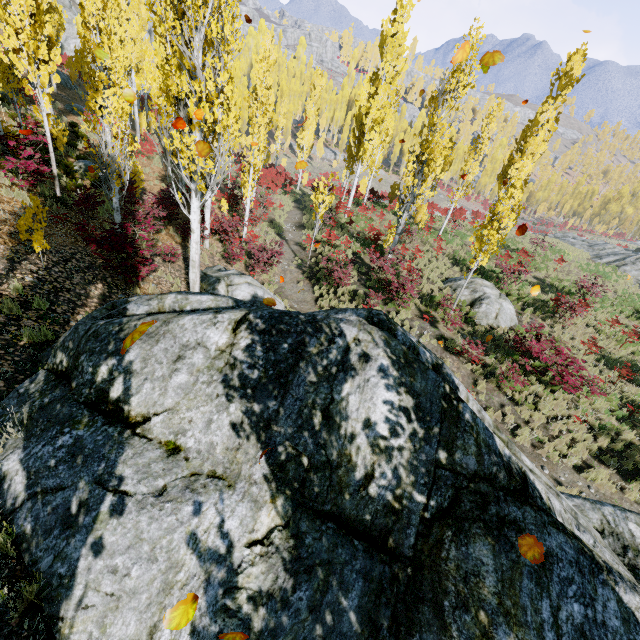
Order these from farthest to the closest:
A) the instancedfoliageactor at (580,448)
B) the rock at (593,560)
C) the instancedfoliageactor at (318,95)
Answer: the instancedfoliageactor at (318,95)
the instancedfoliageactor at (580,448)
the rock at (593,560)

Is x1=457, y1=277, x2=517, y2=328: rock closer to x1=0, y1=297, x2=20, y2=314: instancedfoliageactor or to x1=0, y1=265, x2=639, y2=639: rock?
x1=0, y1=297, x2=20, y2=314: instancedfoliageactor

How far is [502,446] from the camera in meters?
3.9

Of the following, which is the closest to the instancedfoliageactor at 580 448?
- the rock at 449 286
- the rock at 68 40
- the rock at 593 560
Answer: the rock at 593 560

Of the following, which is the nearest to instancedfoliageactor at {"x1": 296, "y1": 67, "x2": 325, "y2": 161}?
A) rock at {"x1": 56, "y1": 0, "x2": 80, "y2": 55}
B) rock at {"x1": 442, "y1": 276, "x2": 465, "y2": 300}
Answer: rock at {"x1": 442, "y1": 276, "x2": 465, "y2": 300}

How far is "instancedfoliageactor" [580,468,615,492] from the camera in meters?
9.6 m

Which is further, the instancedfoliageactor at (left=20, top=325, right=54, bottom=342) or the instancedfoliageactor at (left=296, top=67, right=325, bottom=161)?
the instancedfoliageactor at (left=296, top=67, right=325, bottom=161)
